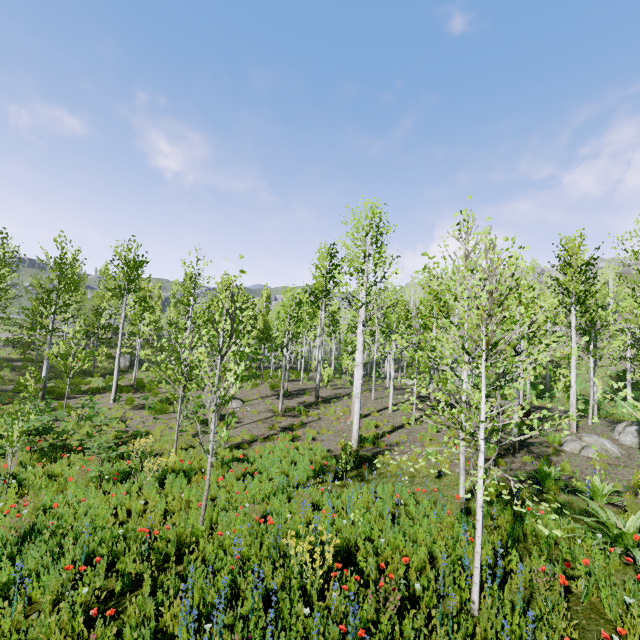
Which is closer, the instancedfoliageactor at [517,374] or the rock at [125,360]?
the instancedfoliageactor at [517,374]

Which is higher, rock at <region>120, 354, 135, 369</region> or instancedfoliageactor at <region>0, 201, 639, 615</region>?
instancedfoliageactor at <region>0, 201, 639, 615</region>

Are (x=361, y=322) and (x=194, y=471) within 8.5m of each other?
yes

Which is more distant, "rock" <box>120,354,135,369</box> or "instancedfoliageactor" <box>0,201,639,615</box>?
"rock" <box>120,354,135,369</box>

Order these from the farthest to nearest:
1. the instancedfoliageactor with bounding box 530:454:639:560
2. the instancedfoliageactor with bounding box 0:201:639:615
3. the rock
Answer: the rock, the instancedfoliageactor with bounding box 530:454:639:560, the instancedfoliageactor with bounding box 0:201:639:615

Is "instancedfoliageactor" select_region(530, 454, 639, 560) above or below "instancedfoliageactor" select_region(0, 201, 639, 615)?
below

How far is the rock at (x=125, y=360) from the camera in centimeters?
3247cm
